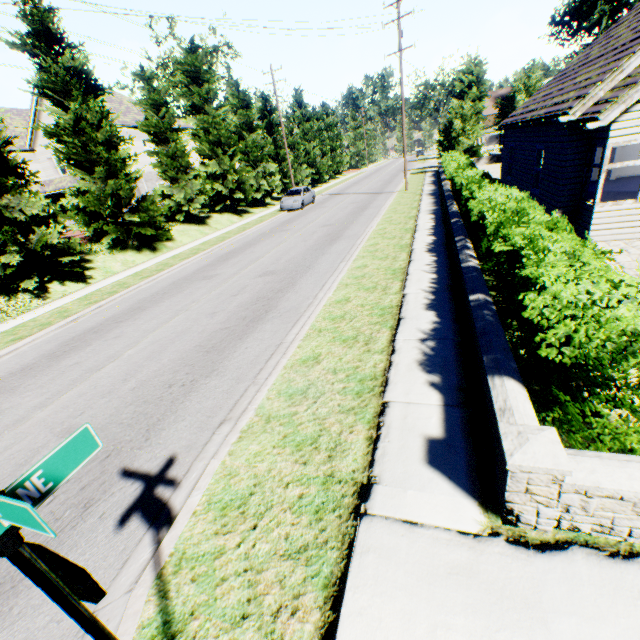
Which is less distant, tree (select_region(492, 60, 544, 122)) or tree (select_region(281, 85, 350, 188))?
tree (select_region(492, 60, 544, 122))

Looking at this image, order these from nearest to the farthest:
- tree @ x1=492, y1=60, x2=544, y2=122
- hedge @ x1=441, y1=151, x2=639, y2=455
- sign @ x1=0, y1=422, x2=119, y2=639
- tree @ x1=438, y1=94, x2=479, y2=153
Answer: sign @ x1=0, y1=422, x2=119, y2=639, hedge @ x1=441, y1=151, x2=639, y2=455, tree @ x1=492, y1=60, x2=544, y2=122, tree @ x1=438, y1=94, x2=479, y2=153

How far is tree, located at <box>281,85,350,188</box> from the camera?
39.6 meters

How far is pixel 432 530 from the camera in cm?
306

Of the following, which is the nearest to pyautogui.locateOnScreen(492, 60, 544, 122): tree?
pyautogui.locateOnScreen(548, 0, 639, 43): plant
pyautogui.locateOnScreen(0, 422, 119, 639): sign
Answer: pyautogui.locateOnScreen(548, 0, 639, 43): plant

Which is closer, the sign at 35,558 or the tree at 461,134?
the sign at 35,558

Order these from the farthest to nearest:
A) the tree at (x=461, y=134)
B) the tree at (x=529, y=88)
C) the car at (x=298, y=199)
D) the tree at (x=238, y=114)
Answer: the tree at (x=461, y=134), the tree at (x=529, y=88), the car at (x=298, y=199), the tree at (x=238, y=114)

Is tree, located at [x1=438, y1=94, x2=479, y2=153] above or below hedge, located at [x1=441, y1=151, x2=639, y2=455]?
above
